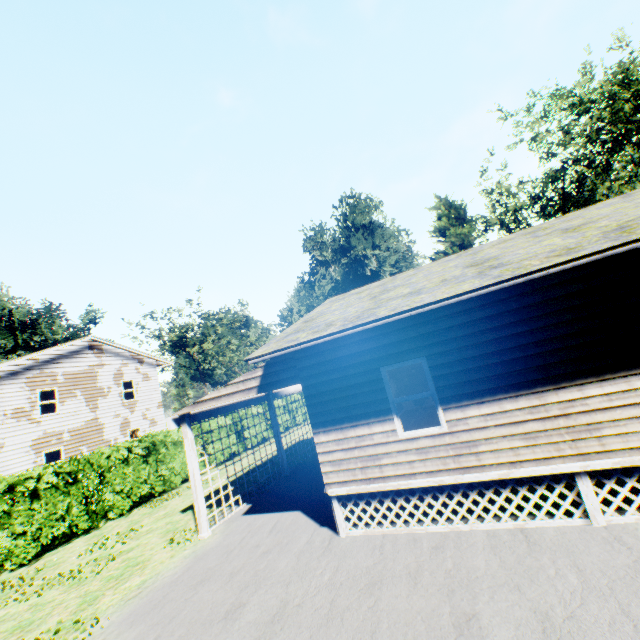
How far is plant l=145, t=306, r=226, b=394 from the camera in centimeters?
4791cm

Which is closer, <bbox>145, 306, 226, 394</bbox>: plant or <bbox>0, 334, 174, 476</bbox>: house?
<bbox>0, 334, 174, 476</bbox>: house

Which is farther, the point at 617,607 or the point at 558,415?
the point at 558,415

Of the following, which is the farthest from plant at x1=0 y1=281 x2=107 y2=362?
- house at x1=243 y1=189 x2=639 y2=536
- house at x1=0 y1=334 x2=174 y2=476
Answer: house at x1=243 y1=189 x2=639 y2=536

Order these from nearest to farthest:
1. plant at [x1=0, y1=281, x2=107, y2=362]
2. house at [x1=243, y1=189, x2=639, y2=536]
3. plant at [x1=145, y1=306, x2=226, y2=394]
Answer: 1. house at [x1=243, y1=189, x2=639, y2=536]
2. plant at [x1=0, y1=281, x2=107, y2=362]
3. plant at [x1=145, y1=306, x2=226, y2=394]

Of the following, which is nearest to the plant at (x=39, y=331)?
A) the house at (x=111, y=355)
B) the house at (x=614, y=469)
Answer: the house at (x=111, y=355)

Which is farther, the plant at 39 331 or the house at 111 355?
the plant at 39 331
